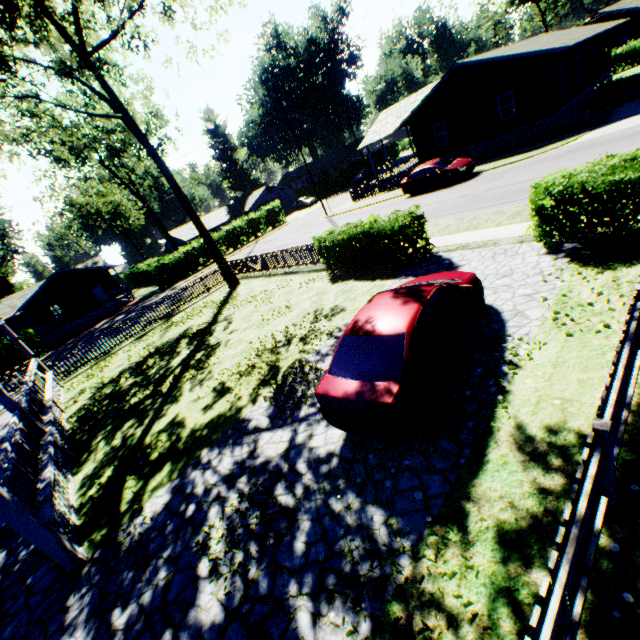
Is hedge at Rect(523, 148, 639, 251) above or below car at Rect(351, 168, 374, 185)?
below

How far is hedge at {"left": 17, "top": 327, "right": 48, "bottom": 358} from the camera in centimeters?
2942cm

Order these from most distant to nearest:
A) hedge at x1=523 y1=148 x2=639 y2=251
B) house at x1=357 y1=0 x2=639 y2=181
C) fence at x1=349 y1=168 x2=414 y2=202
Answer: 1. fence at x1=349 y1=168 x2=414 y2=202
2. house at x1=357 y1=0 x2=639 y2=181
3. hedge at x1=523 y1=148 x2=639 y2=251

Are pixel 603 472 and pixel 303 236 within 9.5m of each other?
no

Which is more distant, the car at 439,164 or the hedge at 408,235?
the car at 439,164

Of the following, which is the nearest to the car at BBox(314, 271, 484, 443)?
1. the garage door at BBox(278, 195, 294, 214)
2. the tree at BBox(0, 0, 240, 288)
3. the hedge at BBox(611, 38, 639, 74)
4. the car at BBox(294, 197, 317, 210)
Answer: the tree at BBox(0, 0, 240, 288)

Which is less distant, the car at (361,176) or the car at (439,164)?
the car at (439,164)

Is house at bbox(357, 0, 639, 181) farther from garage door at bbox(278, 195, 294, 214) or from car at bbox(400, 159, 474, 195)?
garage door at bbox(278, 195, 294, 214)
